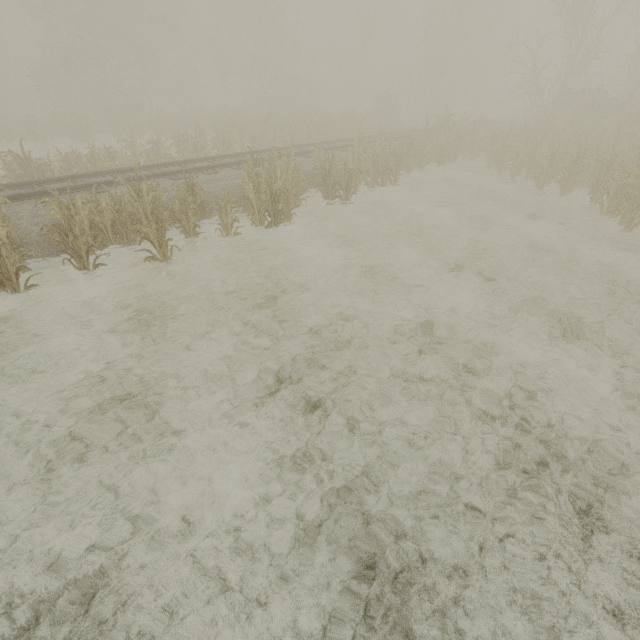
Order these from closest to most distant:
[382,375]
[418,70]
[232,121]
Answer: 1. [382,375]
2. [232,121]
3. [418,70]
